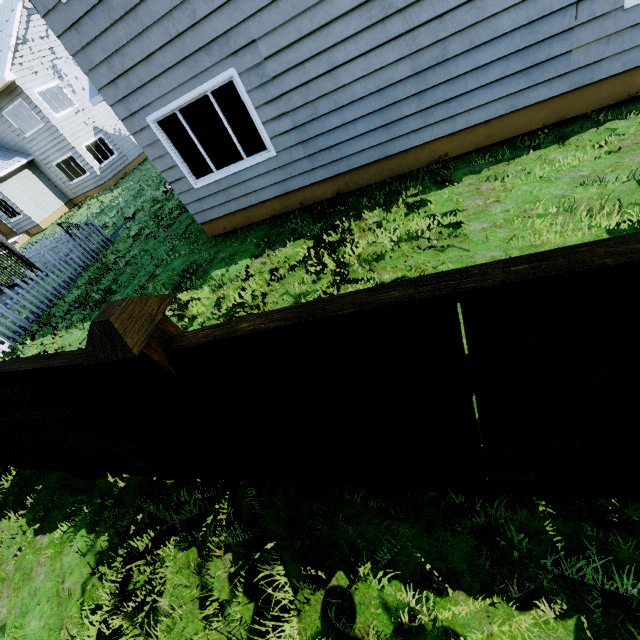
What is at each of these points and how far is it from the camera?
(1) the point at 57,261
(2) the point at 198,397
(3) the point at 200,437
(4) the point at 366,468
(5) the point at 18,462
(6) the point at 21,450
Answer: (1) fence, 12.45m
(2) fence post, 1.57m
(3) fence, 2.29m
(4) fence, 2.13m
(5) fence, 4.24m
(6) fence post, 3.33m

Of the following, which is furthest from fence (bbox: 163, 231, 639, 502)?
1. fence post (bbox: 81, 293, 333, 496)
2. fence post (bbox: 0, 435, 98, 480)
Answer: fence post (bbox: 0, 435, 98, 480)

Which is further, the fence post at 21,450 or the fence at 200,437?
the fence post at 21,450

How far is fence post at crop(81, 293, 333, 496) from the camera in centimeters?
125cm

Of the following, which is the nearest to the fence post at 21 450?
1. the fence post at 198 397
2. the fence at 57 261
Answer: the fence at 57 261

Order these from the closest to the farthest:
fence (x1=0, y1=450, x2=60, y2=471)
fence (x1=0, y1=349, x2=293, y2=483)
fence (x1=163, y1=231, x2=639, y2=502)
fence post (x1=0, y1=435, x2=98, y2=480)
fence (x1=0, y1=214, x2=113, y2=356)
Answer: fence (x1=163, y1=231, x2=639, y2=502)
fence (x1=0, y1=349, x2=293, y2=483)
fence post (x1=0, y1=435, x2=98, y2=480)
fence (x1=0, y1=450, x2=60, y2=471)
fence (x1=0, y1=214, x2=113, y2=356)

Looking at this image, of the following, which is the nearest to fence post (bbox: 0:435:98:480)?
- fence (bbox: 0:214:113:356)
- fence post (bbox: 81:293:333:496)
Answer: fence (bbox: 0:214:113:356)

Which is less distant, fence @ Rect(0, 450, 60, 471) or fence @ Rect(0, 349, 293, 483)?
fence @ Rect(0, 349, 293, 483)
